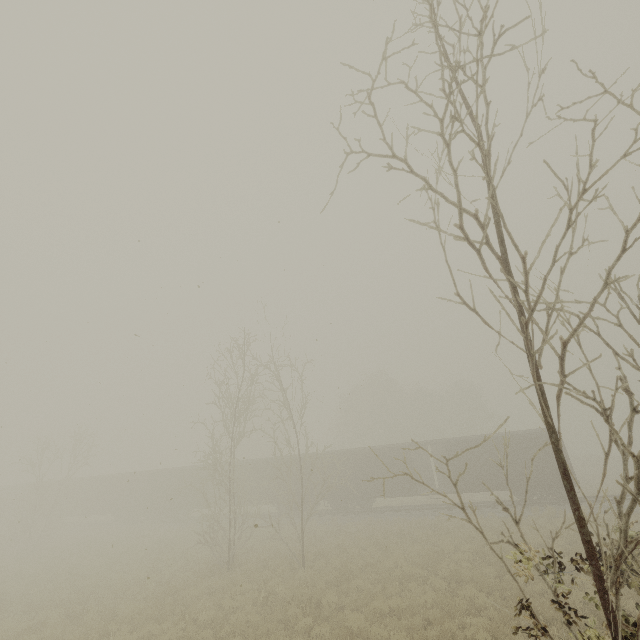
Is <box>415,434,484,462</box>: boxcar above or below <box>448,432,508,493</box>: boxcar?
above

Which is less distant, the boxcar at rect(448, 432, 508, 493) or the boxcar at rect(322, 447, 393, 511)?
the boxcar at rect(448, 432, 508, 493)

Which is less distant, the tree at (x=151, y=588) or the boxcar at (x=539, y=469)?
the tree at (x=151, y=588)

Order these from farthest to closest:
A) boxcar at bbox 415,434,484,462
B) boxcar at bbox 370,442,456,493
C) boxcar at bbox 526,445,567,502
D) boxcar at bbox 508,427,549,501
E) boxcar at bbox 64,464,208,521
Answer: boxcar at bbox 64,464,208,521
boxcar at bbox 370,442,456,493
boxcar at bbox 415,434,484,462
boxcar at bbox 508,427,549,501
boxcar at bbox 526,445,567,502

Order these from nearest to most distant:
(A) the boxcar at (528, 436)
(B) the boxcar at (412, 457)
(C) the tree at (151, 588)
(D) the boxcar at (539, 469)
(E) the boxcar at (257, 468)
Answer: (C) the tree at (151, 588) < (D) the boxcar at (539, 469) < (A) the boxcar at (528, 436) < (B) the boxcar at (412, 457) < (E) the boxcar at (257, 468)

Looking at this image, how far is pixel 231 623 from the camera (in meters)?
10.31

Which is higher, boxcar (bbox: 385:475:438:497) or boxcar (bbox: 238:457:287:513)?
boxcar (bbox: 238:457:287:513)
